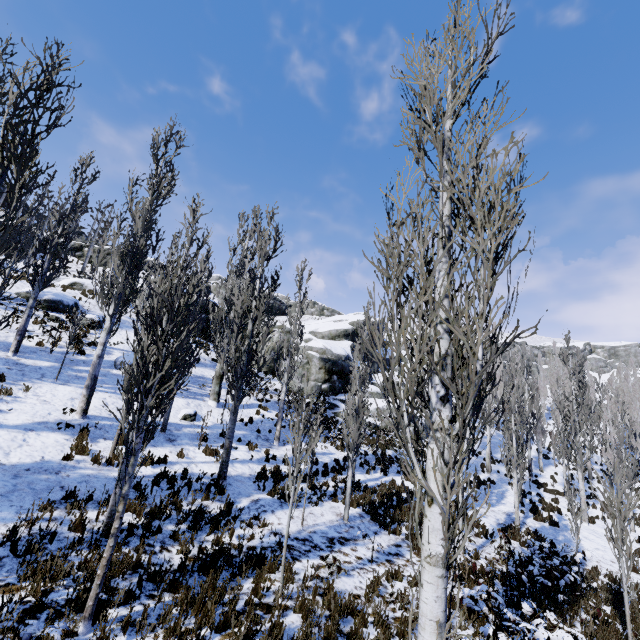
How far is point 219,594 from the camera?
5.75m

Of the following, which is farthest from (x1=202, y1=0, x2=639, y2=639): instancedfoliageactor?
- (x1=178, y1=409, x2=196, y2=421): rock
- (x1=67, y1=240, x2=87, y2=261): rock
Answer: (x1=67, y1=240, x2=87, y2=261): rock

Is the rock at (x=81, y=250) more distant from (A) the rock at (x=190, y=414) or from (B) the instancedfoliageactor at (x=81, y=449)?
(A) the rock at (x=190, y=414)

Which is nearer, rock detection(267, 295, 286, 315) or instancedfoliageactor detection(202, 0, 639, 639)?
instancedfoliageactor detection(202, 0, 639, 639)

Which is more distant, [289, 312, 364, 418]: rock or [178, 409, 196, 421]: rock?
[289, 312, 364, 418]: rock

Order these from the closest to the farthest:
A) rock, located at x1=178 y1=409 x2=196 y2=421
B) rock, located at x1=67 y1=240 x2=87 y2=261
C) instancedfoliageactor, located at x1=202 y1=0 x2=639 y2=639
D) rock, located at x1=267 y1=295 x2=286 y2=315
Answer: instancedfoliageactor, located at x1=202 y1=0 x2=639 y2=639 → rock, located at x1=178 y1=409 x2=196 y2=421 → rock, located at x1=67 y1=240 x2=87 y2=261 → rock, located at x1=267 y1=295 x2=286 y2=315

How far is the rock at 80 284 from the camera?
24.92m

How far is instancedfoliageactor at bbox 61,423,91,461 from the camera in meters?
8.7 m
